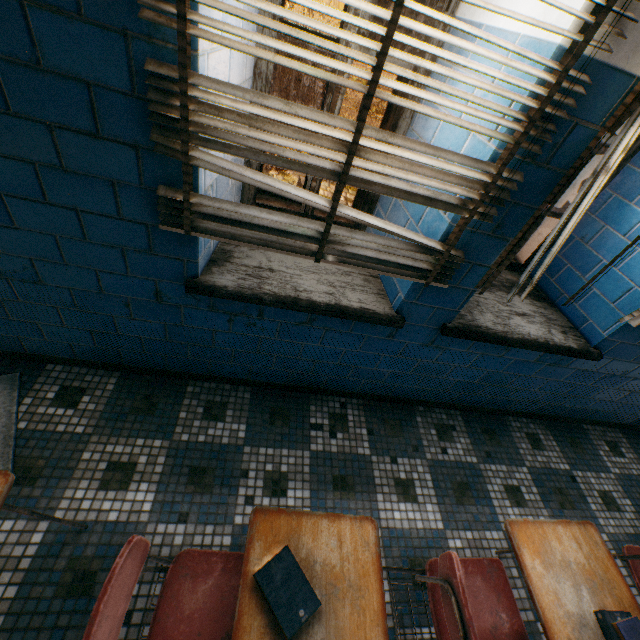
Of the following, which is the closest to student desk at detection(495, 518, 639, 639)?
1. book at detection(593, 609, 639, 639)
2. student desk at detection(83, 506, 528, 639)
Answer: book at detection(593, 609, 639, 639)

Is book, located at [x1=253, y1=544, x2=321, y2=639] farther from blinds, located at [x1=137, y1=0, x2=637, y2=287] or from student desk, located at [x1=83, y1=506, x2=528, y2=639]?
blinds, located at [x1=137, y1=0, x2=637, y2=287]

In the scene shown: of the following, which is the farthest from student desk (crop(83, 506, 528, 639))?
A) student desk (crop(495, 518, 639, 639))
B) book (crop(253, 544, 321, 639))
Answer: student desk (crop(495, 518, 639, 639))

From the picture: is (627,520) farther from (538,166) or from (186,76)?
(186,76)

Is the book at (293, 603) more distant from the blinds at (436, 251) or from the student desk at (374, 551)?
the blinds at (436, 251)

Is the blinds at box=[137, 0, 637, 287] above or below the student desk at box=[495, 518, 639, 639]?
above

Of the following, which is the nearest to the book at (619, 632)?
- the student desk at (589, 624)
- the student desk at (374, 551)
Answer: the student desk at (589, 624)
